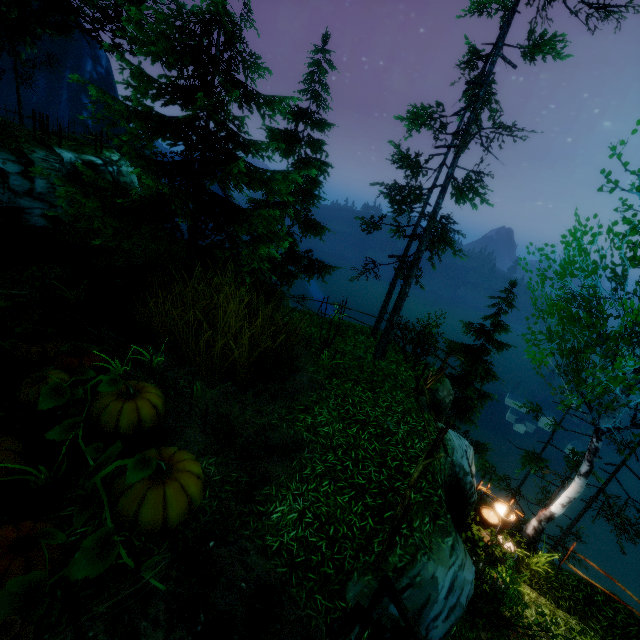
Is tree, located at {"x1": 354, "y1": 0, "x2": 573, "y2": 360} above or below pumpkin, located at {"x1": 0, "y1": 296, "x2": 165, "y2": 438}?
above

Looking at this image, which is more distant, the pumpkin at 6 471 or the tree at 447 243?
the tree at 447 243

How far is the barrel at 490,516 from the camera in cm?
946

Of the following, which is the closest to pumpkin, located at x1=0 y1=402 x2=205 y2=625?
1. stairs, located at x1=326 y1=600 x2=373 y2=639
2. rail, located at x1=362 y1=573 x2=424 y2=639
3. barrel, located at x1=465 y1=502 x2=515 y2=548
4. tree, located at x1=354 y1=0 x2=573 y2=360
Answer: stairs, located at x1=326 y1=600 x2=373 y2=639

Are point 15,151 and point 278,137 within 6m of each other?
no

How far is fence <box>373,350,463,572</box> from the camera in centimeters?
503cm

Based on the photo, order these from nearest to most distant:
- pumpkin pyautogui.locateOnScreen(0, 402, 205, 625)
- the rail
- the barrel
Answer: pumpkin pyautogui.locateOnScreen(0, 402, 205, 625) < the rail < the barrel

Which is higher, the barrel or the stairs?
the stairs
